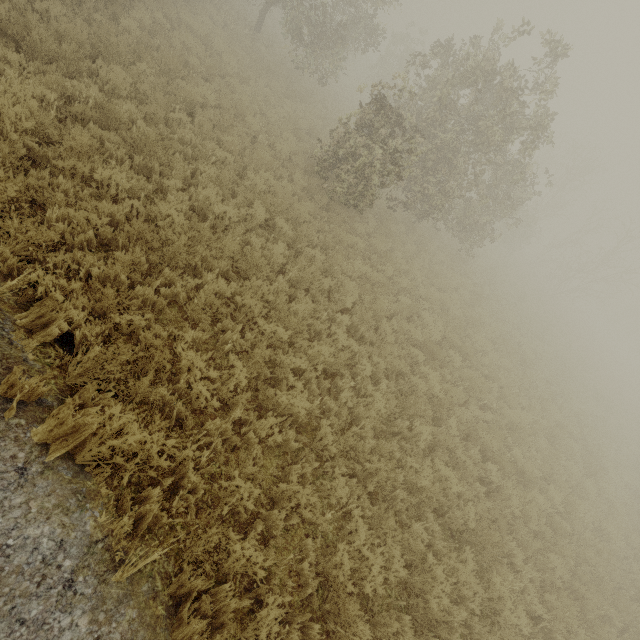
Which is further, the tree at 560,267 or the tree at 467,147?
the tree at 560,267

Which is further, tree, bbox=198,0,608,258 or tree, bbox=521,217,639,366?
tree, bbox=521,217,639,366

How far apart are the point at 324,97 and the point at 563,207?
27.25m
